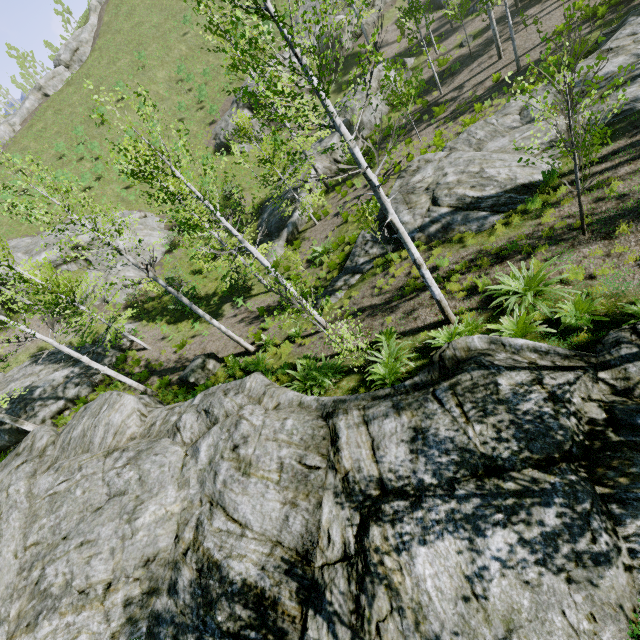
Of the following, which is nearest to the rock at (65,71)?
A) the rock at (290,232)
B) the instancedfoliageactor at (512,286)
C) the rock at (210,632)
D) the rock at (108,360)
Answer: the instancedfoliageactor at (512,286)

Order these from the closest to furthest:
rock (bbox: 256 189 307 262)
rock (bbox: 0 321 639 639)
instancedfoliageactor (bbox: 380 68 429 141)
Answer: rock (bbox: 0 321 639 639)
instancedfoliageactor (bbox: 380 68 429 141)
rock (bbox: 256 189 307 262)

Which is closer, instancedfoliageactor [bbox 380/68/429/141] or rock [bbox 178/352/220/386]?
instancedfoliageactor [bbox 380/68/429/141]

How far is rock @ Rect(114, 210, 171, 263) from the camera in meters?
24.5

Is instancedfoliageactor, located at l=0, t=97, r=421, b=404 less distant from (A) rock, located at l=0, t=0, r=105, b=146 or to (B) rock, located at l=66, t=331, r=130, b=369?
(B) rock, located at l=66, t=331, r=130, b=369

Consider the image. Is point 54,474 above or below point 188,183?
below

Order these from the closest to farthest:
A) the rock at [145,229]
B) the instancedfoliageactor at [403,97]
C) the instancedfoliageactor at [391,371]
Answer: the instancedfoliageactor at [403,97] → the instancedfoliageactor at [391,371] → the rock at [145,229]

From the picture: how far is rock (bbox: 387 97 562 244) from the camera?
10.55m
